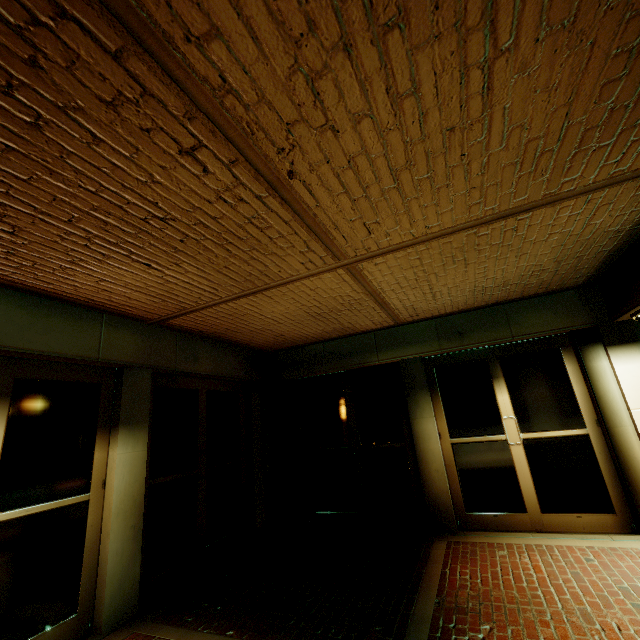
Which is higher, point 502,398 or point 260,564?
point 502,398
